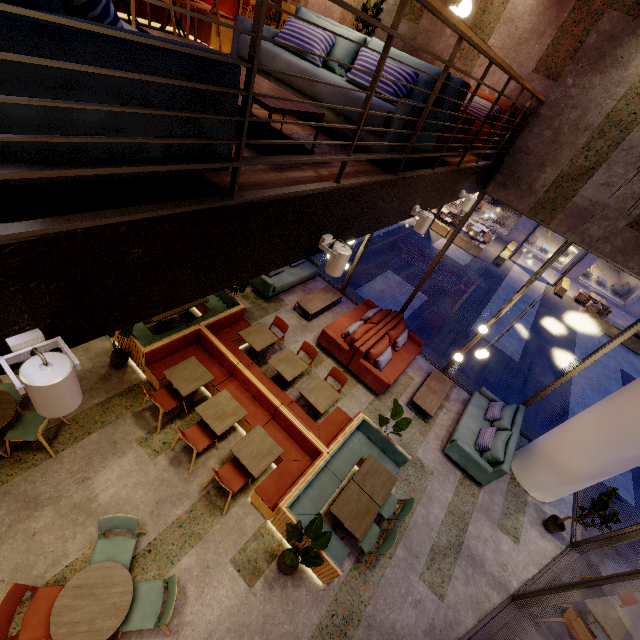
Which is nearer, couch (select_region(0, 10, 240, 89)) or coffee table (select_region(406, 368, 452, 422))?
couch (select_region(0, 10, 240, 89))

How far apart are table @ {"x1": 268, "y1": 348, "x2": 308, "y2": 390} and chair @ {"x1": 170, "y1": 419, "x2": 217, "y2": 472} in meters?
1.7

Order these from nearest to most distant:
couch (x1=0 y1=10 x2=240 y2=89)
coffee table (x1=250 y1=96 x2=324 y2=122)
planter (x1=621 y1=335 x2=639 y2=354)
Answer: couch (x1=0 y1=10 x2=240 y2=89) → coffee table (x1=250 y1=96 x2=324 y2=122) → planter (x1=621 y1=335 x2=639 y2=354)

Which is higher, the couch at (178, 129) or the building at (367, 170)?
the couch at (178, 129)

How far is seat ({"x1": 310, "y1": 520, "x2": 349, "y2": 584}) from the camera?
4.5 meters

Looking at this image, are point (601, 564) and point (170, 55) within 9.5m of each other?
no

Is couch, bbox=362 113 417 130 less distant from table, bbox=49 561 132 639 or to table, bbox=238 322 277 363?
table, bbox=238 322 277 363

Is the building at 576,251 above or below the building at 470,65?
below
